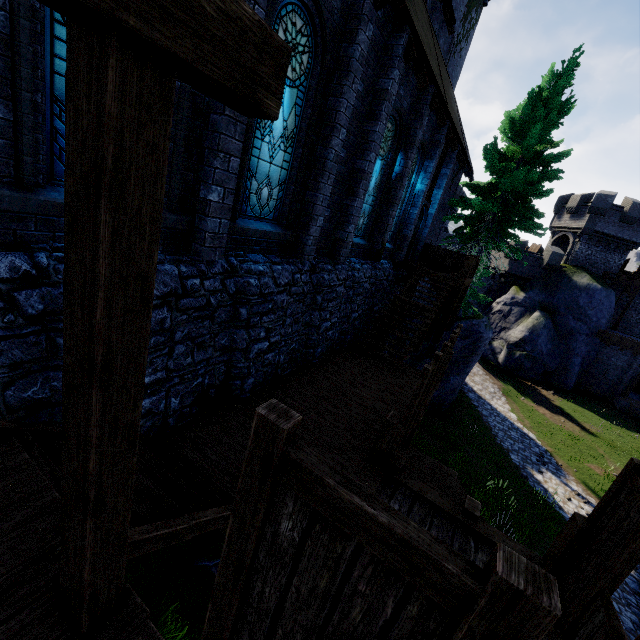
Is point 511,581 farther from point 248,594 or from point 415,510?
point 415,510

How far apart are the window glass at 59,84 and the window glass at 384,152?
6.5 meters

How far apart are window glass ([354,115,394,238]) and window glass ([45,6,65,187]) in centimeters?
652cm

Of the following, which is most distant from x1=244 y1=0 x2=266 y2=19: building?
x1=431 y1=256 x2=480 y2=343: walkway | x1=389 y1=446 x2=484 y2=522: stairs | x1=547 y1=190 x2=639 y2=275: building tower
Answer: x1=547 y1=190 x2=639 y2=275: building tower

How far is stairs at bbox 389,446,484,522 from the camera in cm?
557

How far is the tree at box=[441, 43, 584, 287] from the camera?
15.6m

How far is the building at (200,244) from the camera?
4.8m

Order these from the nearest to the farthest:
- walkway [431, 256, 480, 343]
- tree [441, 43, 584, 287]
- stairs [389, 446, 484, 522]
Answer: stairs [389, 446, 484, 522], walkway [431, 256, 480, 343], tree [441, 43, 584, 287]
